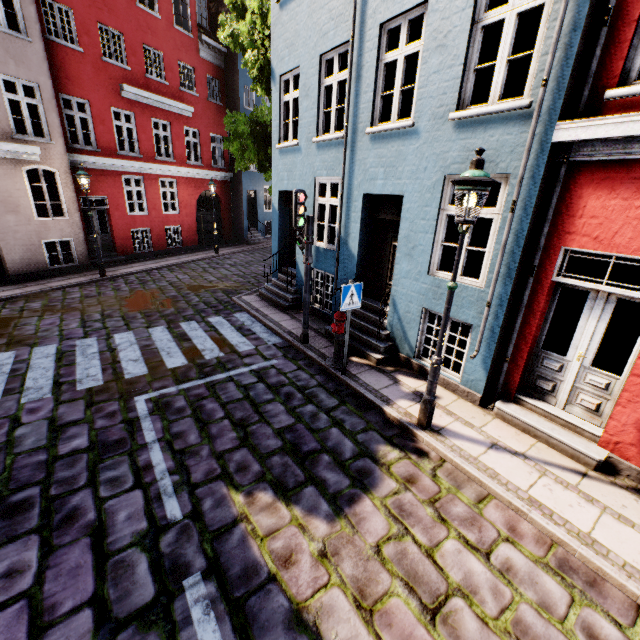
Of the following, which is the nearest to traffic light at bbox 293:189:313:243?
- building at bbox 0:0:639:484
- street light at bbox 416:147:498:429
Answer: building at bbox 0:0:639:484

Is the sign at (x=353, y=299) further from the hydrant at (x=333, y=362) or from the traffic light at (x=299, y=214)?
the traffic light at (x=299, y=214)

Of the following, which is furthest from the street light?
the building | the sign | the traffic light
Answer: the traffic light

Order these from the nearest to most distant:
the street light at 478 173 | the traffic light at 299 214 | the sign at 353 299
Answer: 1. the street light at 478 173
2. the sign at 353 299
3. the traffic light at 299 214

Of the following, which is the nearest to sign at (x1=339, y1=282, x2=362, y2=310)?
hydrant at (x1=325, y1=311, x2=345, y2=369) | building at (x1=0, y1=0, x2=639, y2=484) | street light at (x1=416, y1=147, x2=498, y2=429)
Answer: hydrant at (x1=325, y1=311, x2=345, y2=369)

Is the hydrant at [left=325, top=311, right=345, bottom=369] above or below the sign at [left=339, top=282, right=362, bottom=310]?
below

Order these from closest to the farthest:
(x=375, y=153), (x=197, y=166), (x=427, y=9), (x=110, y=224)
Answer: Answer: (x=427, y=9) → (x=375, y=153) → (x=110, y=224) → (x=197, y=166)

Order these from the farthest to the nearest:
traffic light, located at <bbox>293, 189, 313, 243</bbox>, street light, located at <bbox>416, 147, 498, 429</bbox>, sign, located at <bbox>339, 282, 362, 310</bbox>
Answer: traffic light, located at <bbox>293, 189, 313, 243</bbox>
sign, located at <bbox>339, 282, 362, 310</bbox>
street light, located at <bbox>416, 147, 498, 429</bbox>
